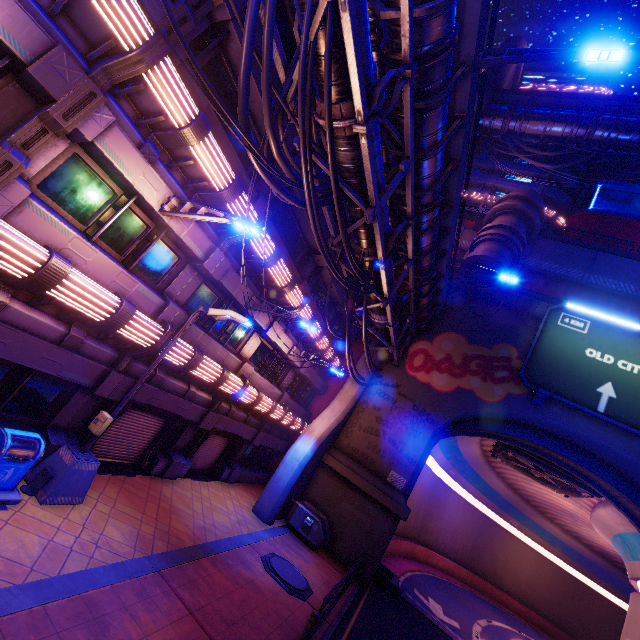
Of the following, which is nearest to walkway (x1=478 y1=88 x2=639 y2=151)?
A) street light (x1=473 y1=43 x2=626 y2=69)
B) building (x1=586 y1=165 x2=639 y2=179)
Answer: building (x1=586 y1=165 x2=639 y2=179)

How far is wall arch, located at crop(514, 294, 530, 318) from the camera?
20.11m

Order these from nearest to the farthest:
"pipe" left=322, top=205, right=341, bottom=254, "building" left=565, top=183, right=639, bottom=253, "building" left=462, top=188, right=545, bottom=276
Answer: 1. "pipe" left=322, top=205, right=341, bottom=254
2. "building" left=462, top=188, right=545, bottom=276
3. "building" left=565, top=183, right=639, bottom=253

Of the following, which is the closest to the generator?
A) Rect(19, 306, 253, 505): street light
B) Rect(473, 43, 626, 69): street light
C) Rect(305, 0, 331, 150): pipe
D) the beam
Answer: the beam

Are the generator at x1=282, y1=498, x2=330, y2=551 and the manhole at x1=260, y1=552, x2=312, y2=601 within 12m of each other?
yes

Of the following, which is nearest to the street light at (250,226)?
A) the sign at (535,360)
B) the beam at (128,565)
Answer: the beam at (128,565)

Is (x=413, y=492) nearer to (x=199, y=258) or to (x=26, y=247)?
(x=199, y=258)

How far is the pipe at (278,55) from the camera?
6.7 meters
